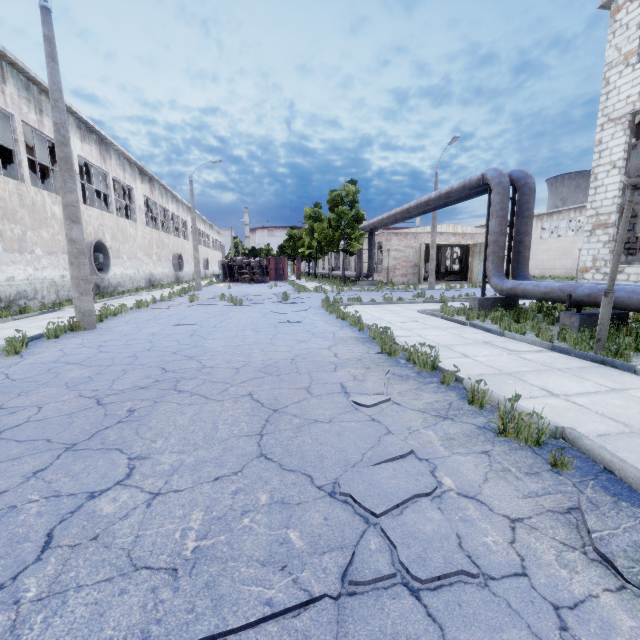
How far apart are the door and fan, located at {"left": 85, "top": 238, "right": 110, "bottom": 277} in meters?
29.7 m

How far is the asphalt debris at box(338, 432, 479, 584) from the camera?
1.92m

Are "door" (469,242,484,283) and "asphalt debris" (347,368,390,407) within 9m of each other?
no

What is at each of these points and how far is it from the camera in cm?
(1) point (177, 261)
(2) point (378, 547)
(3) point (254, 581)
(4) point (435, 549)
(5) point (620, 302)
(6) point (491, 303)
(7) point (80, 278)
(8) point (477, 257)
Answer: (1) fan, 3466
(2) asphalt debris, 205
(3) asphalt debris, 184
(4) asphalt debris, 203
(5) pipe, 744
(6) pipe holder, 1236
(7) lamp post, 940
(8) door, 3097

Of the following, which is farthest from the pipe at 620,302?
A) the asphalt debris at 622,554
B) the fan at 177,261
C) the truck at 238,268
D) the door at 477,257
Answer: the fan at 177,261

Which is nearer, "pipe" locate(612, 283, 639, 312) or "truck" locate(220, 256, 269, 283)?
"pipe" locate(612, 283, 639, 312)

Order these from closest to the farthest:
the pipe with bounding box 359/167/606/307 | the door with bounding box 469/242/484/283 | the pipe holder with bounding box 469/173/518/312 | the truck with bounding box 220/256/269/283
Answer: the pipe with bounding box 359/167/606/307, the pipe holder with bounding box 469/173/518/312, the door with bounding box 469/242/484/283, the truck with bounding box 220/256/269/283

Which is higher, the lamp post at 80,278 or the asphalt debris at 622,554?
the lamp post at 80,278
